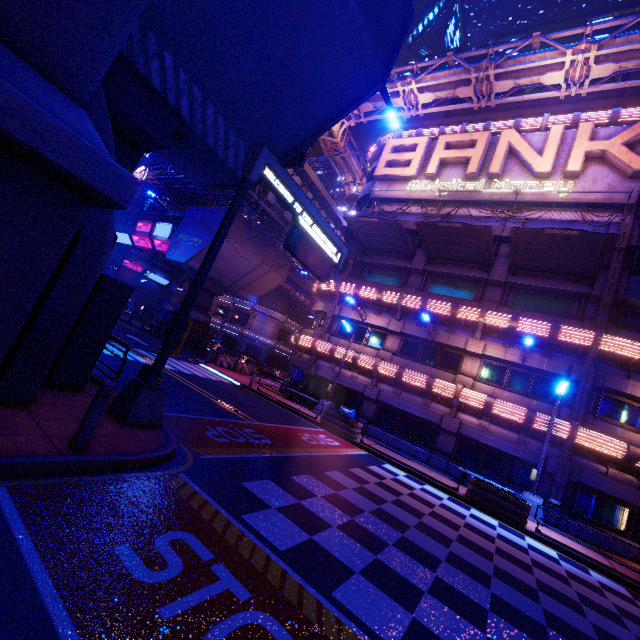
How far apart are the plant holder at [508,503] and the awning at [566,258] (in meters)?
11.50

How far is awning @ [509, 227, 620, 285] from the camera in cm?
1457

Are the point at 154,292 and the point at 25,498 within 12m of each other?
no

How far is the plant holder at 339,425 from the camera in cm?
1658

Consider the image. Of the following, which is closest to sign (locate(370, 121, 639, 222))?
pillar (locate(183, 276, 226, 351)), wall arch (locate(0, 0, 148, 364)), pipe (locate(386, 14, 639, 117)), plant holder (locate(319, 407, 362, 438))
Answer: pipe (locate(386, 14, 639, 117))

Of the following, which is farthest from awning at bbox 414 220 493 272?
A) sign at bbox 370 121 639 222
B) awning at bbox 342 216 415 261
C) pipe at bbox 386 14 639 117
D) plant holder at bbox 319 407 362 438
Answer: plant holder at bbox 319 407 362 438

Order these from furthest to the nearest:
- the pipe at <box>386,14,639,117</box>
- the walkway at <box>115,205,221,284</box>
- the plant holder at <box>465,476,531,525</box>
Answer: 1. the walkway at <box>115,205,221,284</box>
2. the pipe at <box>386,14,639,117</box>
3. the plant holder at <box>465,476,531,525</box>

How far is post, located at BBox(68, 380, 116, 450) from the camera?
4.88m
